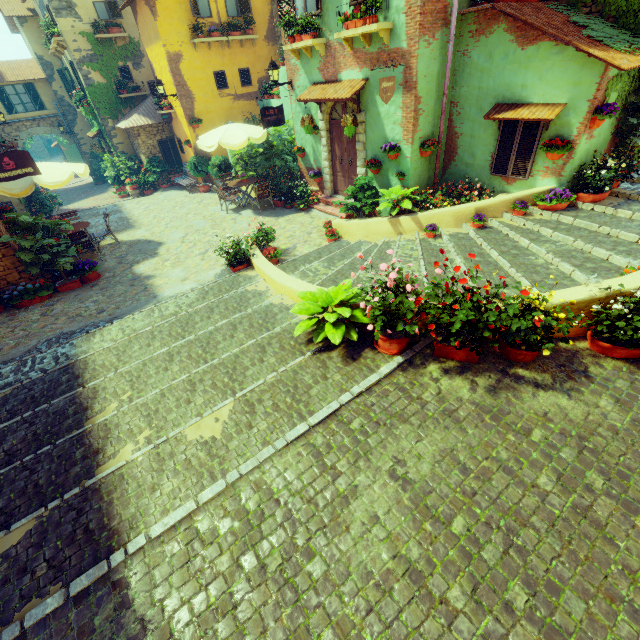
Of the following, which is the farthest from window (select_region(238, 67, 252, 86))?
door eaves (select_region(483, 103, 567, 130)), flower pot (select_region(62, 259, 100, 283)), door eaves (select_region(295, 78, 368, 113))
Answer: flower pot (select_region(62, 259, 100, 283))

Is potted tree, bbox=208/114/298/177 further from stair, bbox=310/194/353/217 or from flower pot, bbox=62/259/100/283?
flower pot, bbox=62/259/100/283

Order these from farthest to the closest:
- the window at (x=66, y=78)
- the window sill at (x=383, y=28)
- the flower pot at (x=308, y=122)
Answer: the window at (x=66, y=78)
the flower pot at (x=308, y=122)
the window sill at (x=383, y=28)

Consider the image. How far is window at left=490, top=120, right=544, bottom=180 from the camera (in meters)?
7.03

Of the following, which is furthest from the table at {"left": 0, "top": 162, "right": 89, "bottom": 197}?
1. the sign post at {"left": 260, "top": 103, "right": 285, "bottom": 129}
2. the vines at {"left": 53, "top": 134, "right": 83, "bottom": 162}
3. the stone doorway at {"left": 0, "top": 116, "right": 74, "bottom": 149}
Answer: the stone doorway at {"left": 0, "top": 116, "right": 74, "bottom": 149}

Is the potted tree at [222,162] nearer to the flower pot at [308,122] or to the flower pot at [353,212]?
the flower pot at [308,122]

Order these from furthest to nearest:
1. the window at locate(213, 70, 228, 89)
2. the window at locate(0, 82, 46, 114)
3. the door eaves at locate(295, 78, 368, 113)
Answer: the window at locate(0, 82, 46, 114)
the window at locate(213, 70, 228, 89)
the door eaves at locate(295, 78, 368, 113)

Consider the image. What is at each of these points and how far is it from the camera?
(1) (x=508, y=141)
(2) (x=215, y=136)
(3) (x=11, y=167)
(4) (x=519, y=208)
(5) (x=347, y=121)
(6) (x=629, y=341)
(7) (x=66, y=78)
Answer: (1) window, 7.5m
(2) table, 11.0m
(3) sign post, 7.7m
(4) flower pot, 7.1m
(5) flower pot, 8.6m
(6) flower pot, 3.8m
(7) window, 20.1m
